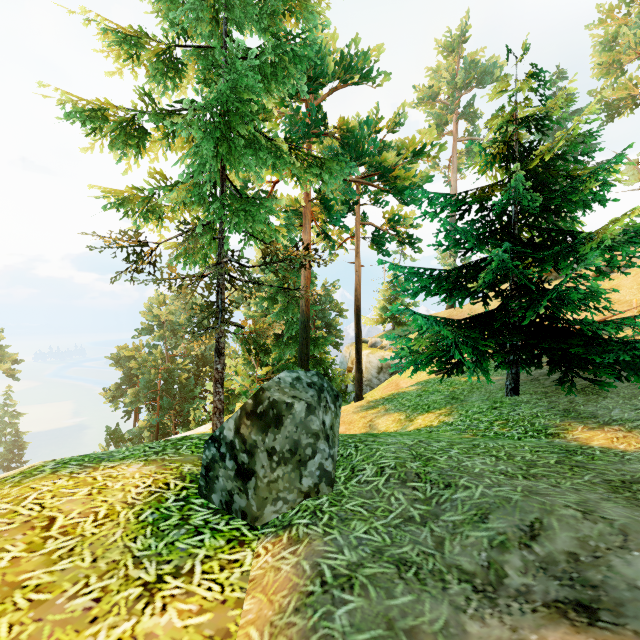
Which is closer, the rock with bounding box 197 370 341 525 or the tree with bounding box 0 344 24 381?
the rock with bounding box 197 370 341 525

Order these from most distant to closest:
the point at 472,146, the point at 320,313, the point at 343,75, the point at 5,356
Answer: the point at 320,313 → the point at 5,356 → the point at 343,75 → the point at 472,146

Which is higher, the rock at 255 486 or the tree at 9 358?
the rock at 255 486

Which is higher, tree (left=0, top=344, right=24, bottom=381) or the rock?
the rock

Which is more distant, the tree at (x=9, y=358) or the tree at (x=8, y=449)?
the tree at (x=8, y=449)

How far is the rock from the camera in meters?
3.1 m

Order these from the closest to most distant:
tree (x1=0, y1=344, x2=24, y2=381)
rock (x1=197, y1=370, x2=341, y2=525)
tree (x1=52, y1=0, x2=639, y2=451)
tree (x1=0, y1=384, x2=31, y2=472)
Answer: rock (x1=197, y1=370, x2=341, y2=525) → tree (x1=52, y1=0, x2=639, y2=451) → tree (x1=0, y1=344, x2=24, y2=381) → tree (x1=0, y1=384, x2=31, y2=472)
